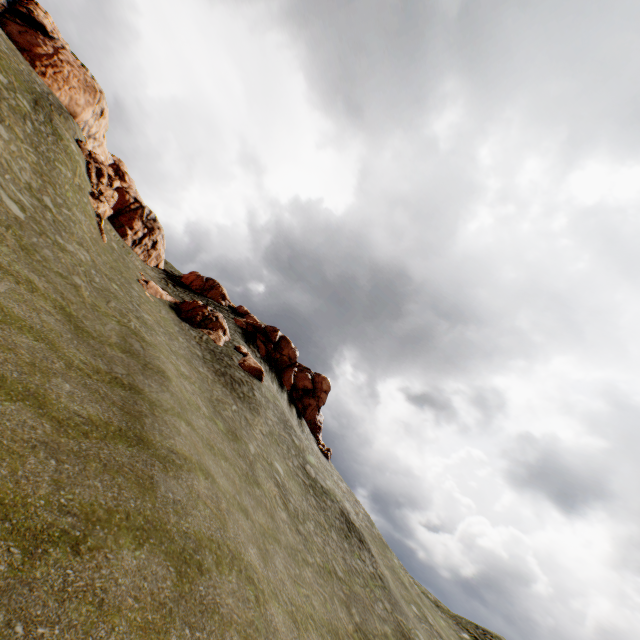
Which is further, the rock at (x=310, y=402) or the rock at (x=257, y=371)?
the rock at (x=310, y=402)

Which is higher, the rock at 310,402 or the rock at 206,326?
the rock at 310,402

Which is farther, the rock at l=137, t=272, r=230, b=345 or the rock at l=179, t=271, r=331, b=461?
the rock at l=179, t=271, r=331, b=461

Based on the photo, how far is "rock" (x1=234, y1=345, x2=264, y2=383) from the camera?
30.2 meters

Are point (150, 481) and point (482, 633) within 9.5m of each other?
no
